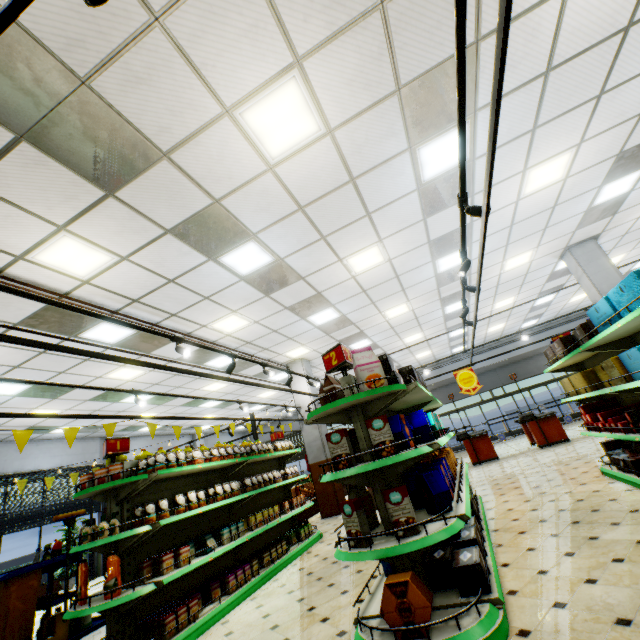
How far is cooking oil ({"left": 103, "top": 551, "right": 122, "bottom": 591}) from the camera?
3.6 meters

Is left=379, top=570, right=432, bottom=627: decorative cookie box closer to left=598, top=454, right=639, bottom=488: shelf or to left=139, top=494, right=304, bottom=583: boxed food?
left=598, top=454, right=639, bottom=488: shelf

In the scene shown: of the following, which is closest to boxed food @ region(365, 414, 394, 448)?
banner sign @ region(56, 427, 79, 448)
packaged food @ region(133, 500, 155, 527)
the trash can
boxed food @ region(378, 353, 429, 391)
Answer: boxed food @ region(378, 353, 429, 391)

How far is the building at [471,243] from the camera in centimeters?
656cm

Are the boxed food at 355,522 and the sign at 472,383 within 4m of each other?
no

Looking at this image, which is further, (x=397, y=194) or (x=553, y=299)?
(x=553, y=299)

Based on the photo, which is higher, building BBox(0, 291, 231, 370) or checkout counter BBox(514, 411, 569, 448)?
building BBox(0, 291, 231, 370)

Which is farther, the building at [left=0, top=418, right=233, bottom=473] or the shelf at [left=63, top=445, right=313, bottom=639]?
the building at [left=0, top=418, right=233, bottom=473]
